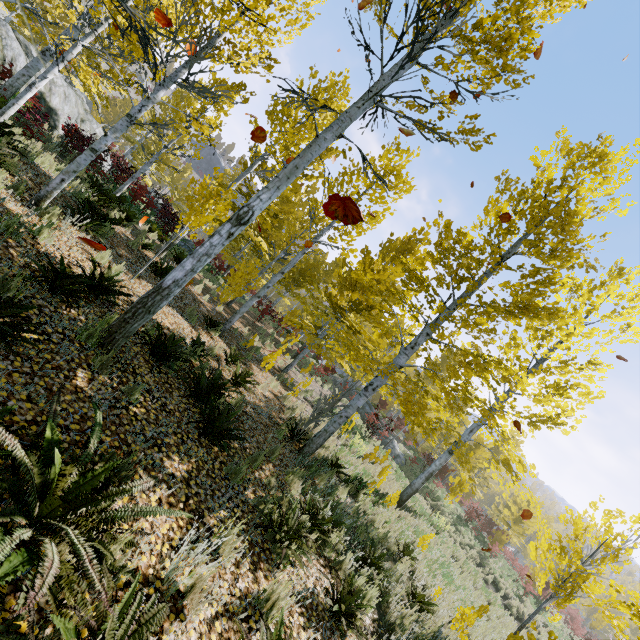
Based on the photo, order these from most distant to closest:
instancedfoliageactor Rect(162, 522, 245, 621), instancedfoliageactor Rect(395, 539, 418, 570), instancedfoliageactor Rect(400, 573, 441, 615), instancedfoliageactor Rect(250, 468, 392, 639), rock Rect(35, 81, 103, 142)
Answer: rock Rect(35, 81, 103, 142)
instancedfoliageactor Rect(395, 539, 418, 570)
instancedfoliageactor Rect(400, 573, 441, 615)
instancedfoliageactor Rect(250, 468, 392, 639)
instancedfoliageactor Rect(162, 522, 245, 621)

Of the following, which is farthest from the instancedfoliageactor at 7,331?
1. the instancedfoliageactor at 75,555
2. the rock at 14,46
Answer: the rock at 14,46

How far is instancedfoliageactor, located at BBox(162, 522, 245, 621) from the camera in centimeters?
244cm

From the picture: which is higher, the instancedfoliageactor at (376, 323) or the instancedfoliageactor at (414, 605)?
the instancedfoliageactor at (376, 323)

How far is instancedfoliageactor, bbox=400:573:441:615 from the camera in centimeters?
578cm

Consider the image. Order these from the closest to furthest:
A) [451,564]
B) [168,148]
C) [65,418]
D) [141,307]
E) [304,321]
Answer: [65,418] < [141,307] < [451,564] < [168,148] < [304,321]

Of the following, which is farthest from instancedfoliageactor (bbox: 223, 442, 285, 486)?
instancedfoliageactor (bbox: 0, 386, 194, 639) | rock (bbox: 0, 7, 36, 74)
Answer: rock (bbox: 0, 7, 36, 74)

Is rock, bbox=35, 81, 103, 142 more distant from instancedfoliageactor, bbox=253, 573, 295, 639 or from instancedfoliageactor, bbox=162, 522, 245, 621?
instancedfoliageactor, bbox=162, 522, 245, 621
